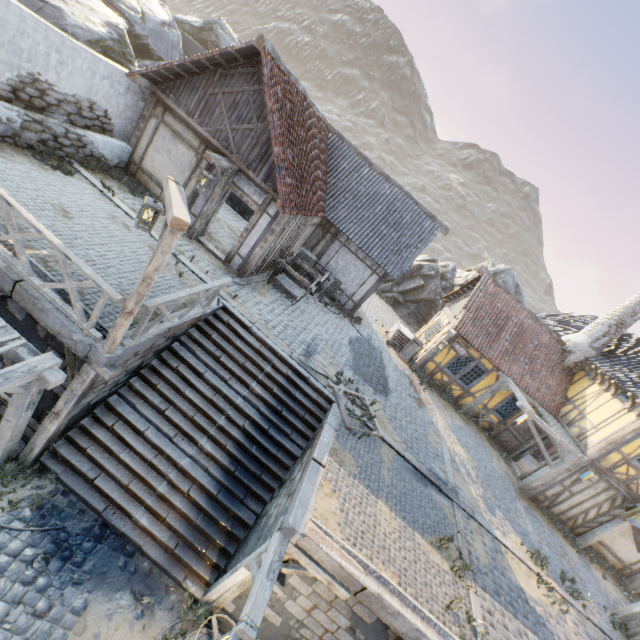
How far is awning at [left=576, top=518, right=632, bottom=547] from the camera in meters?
12.8

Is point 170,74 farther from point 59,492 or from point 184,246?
point 59,492

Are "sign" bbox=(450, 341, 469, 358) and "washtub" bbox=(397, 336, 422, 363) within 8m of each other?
yes

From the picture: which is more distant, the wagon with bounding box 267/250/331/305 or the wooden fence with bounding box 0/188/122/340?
the wagon with bounding box 267/250/331/305

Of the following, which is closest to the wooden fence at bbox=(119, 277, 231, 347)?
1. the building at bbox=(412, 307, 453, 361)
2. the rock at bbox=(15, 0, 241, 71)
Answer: the rock at bbox=(15, 0, 241, 71)

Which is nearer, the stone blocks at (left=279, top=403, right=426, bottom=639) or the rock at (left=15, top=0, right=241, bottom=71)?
the stone blocks at (left=279, top=403, right=426, bottom=639)

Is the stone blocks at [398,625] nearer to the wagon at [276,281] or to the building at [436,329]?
the building at [436,329]

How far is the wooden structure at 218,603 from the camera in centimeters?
618cm
